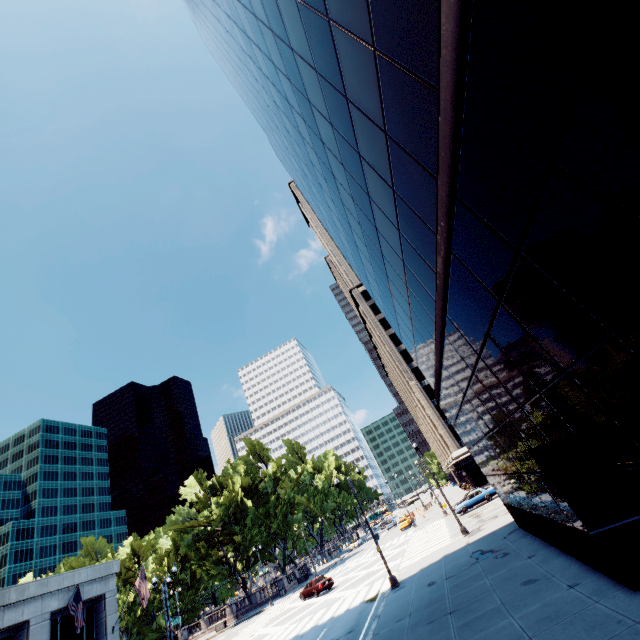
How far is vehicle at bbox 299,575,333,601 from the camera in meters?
32.0

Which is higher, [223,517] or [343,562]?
[223,517]

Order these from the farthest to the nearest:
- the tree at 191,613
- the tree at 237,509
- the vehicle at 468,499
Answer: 1. the tree at 191,613
2. the tree at 237,509
3. the vehicle at 468,499

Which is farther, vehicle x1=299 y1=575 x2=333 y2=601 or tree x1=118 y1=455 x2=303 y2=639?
tree x1=118 y1=455 x2=303 y2=639

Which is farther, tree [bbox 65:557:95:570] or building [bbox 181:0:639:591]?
tree [bbox 65:557:95:570]

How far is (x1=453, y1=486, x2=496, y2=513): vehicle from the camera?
35.65m

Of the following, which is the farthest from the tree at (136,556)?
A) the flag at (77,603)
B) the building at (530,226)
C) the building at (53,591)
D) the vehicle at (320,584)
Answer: the building at (530,226)

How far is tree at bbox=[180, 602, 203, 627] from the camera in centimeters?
5315cm
